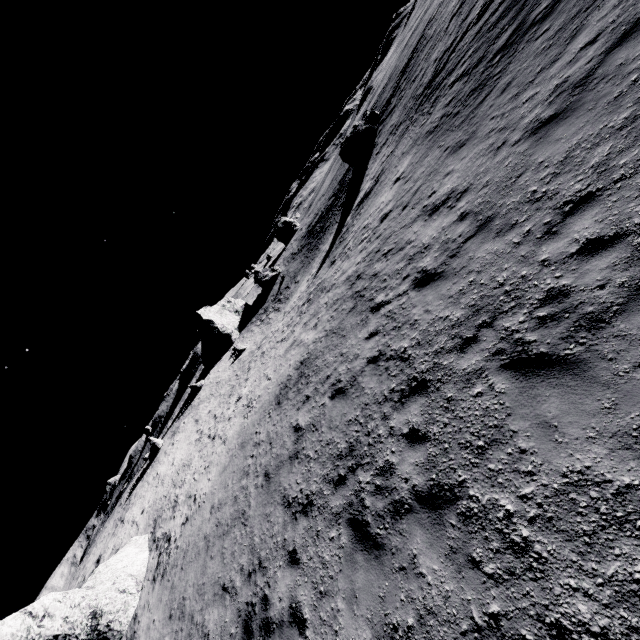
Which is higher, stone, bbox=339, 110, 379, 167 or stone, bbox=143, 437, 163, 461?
stone, bbox=143, 437, 163, 461

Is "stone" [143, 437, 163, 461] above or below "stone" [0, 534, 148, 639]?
above

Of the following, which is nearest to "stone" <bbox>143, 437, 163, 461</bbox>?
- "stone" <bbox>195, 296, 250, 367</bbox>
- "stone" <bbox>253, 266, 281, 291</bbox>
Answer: "stone" <bbox>195, 296, 250, 367</bbox>

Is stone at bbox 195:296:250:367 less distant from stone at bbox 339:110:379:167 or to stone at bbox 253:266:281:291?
stone at bbox 253:266:281:291

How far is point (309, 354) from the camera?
14.38m

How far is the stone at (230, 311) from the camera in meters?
49.4

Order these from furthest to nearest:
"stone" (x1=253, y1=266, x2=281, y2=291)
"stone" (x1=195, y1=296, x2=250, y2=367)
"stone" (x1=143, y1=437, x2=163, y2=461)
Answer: "stone" (x1=253, y1=266, x2=281, y2=291)
"stone" (x1=195, y1=296, x2=250, y2=367)
"stone" (x1=143, y1=437, x2=163, y2=461)

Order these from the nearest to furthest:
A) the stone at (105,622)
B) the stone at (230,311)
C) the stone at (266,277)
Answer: the stone at (105,622)
the stone at (230,311)
the stone at (266,277)
